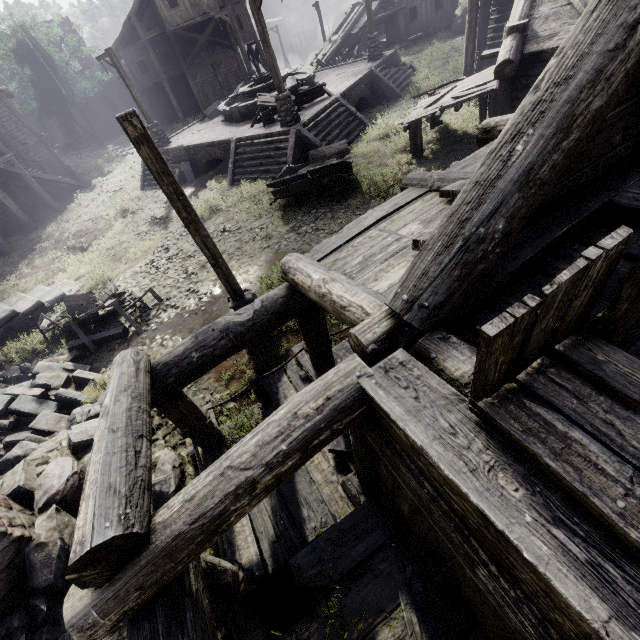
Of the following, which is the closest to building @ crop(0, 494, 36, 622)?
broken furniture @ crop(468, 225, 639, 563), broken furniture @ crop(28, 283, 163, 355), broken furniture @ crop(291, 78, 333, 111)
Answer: broken furniture @ crop(468, 225, 639, 563)

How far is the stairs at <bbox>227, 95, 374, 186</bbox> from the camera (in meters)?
13.90

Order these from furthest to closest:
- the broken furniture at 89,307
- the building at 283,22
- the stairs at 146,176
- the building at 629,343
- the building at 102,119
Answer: the building at 283,22
the building at 102,119
the stairs at 146,176
the broken furniture at 89,307
the building at 629,343

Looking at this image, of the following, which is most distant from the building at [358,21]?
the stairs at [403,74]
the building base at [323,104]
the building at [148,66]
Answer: the building base at [323,104]

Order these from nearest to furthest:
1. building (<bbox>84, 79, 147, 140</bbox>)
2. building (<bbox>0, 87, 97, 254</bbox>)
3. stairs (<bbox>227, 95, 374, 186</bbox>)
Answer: stairs (<bbox>227, 95, 374, 186</bbox>) < building (<bbox>0, 87, 97, 254</bbox>) < building (<bbox>84, 79, 147, 140</bbox>)

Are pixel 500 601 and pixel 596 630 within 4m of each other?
yes

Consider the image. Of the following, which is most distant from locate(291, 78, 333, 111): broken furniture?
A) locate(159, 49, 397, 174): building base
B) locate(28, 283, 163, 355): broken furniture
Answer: locate(28, 283, 163, 355): broken furniture

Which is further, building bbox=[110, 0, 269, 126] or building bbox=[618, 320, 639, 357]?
building bbox=[110, 0, 269, 126]
